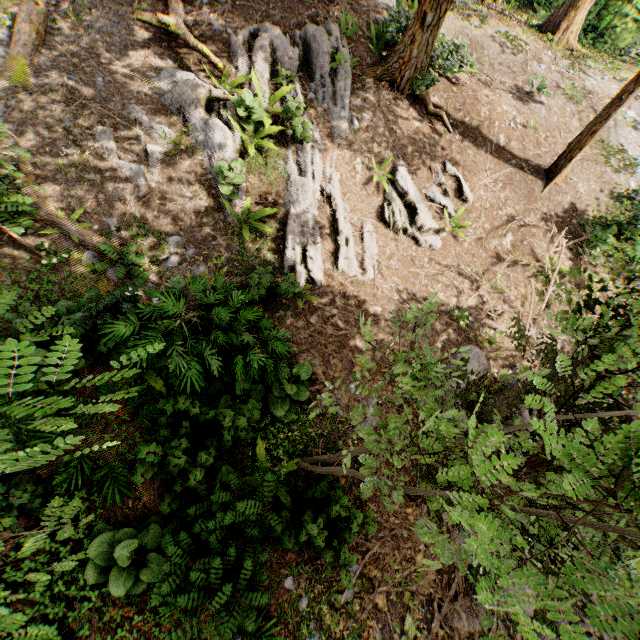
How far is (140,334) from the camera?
5.6m

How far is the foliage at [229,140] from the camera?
8.5m

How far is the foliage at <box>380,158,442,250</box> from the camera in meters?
10.0 m

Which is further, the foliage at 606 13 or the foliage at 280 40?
the foliage at 606 13

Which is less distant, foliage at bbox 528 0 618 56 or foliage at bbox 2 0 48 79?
foliage at bbox 2 0 48 79

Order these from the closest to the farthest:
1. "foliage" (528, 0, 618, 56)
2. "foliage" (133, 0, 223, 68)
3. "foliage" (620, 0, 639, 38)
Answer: "foliage" (133, 0, 223, 68) < "foliage" (528, 0, 618, 56) < "foliage" (620, 0, 639, 38)
